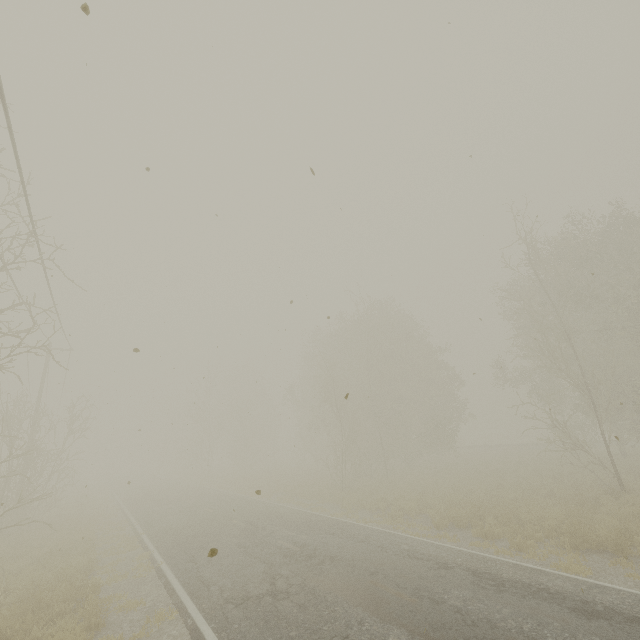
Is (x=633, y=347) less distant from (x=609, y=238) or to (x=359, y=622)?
(x=609, y=238)
